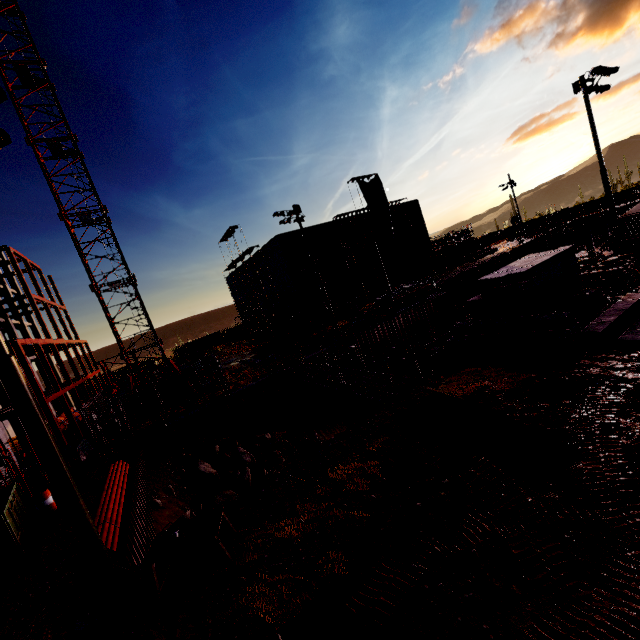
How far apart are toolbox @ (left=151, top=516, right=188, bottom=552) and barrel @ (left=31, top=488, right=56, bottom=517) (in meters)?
9.83

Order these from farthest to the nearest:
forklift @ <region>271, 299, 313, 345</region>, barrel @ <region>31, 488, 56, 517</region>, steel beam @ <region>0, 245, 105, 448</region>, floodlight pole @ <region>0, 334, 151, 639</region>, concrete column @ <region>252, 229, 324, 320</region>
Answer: concrete column @ <region>252, 229, 324, 320</region>, forklift @ <region>271, 299, 313, 345</region>, steel beam @ <region>0, 245, 105, 448</region>, barrel @ <region>31, 488, 56, 517</region>, floodlight pole @ <region>0, 334, 151, 639</region>

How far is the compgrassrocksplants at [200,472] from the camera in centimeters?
1653cm

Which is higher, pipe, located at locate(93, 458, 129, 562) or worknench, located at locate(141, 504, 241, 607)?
worknench, located at locate(141, 504, 241, 607)

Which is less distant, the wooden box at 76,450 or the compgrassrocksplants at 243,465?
the compgrassrocksplants at 243,465

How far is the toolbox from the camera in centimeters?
662cm

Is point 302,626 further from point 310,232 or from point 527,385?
point 310,232

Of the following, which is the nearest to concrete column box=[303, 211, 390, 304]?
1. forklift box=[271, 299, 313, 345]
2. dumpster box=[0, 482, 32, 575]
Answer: forklift box=[271, 299, 313, 345]
